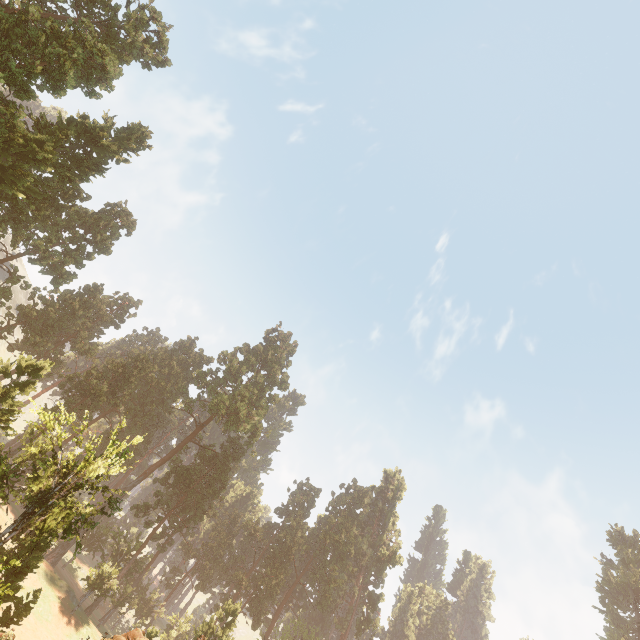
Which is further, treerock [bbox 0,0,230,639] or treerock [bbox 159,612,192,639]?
treerock [bbox 159,612,192,639]

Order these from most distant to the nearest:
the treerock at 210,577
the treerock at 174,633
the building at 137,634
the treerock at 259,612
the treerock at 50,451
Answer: the treerock at 210,577
the treerock at 174,633
the treerock at 259,612
the treerock at 50,451
the building at 137,634

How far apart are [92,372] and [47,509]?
30.25m

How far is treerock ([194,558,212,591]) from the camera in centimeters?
5631cm

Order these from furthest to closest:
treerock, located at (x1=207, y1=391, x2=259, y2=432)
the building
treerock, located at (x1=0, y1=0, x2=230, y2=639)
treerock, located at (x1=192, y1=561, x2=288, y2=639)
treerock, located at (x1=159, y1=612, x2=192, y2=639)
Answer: treerock, located at (x1=207, y1=391, x2=259, y2=432), treerock, located at (x1=159, y1=612, x2=192, y2=639), treerock, located at (x1=192, y1=561, x2=288, y2=639), treerock, located at (x1=0, y1=0, x2=230, y2=639), the building

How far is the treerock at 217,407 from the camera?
55.4 meters
